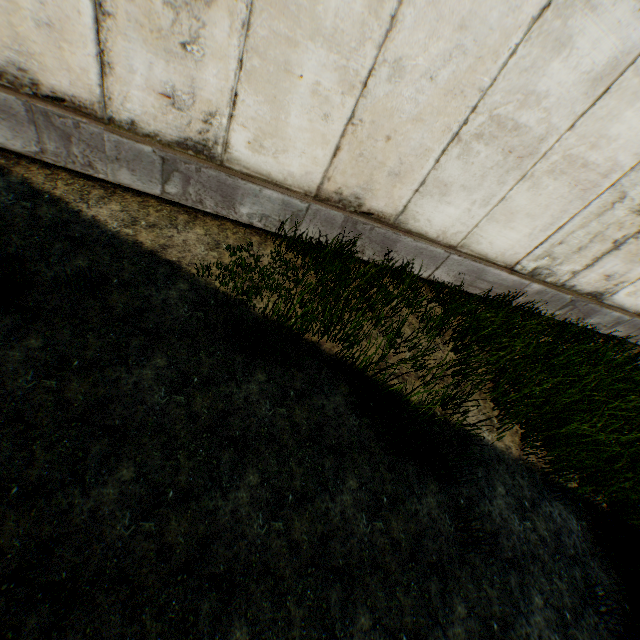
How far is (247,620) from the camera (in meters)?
2.30
